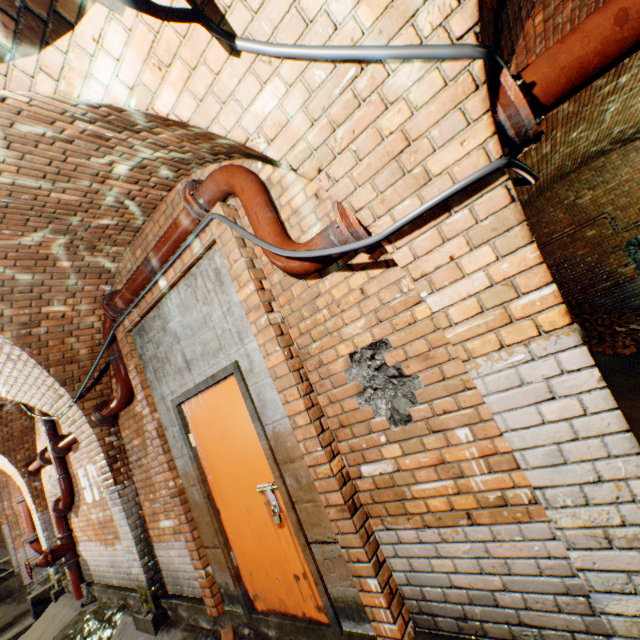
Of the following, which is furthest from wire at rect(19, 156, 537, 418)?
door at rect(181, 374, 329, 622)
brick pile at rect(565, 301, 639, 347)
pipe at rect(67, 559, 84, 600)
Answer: brick pile at rect(565, 301, 639, 347)

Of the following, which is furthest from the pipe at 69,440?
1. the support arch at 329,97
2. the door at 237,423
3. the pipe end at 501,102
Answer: the pipe end at 501,102

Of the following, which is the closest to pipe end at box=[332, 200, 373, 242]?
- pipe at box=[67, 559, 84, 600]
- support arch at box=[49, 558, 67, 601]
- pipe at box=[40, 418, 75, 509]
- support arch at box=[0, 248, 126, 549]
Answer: support arch at box=[0, 248, 126, 549]

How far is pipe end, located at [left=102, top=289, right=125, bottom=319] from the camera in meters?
3.7 m

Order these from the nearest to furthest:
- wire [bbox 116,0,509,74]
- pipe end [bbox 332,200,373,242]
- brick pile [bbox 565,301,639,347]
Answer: wire [bbox 116,0,509,74], pipe end [bbox 332,200,373,242], brick pile [bbox 565,301,639,347]

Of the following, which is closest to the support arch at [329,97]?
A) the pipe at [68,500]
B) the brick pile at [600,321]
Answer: the pipe at [68,500]

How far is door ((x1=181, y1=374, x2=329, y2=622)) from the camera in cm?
267

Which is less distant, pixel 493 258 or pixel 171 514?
pixel 493 258
